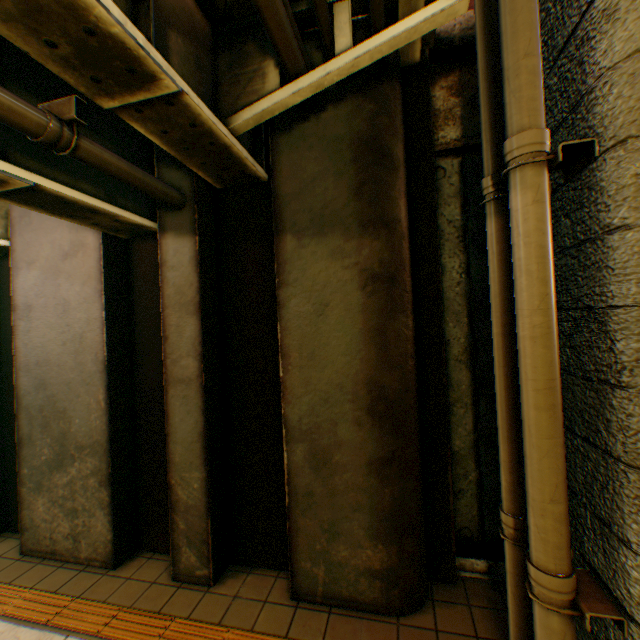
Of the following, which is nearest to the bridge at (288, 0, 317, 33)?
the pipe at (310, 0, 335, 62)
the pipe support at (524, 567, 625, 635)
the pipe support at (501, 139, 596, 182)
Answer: the pipe at (310, 0, 335, 62)

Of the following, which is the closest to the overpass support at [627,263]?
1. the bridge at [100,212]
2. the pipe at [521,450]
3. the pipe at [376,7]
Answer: the pipe at [521,450]

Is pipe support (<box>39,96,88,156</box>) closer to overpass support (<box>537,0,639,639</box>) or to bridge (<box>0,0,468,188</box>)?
bridge (<box>0,0,468,188</box>)

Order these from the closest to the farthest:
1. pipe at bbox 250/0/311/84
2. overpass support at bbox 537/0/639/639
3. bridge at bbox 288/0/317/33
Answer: overpass support at bbox 537/0/639/639, pipe at bbox 250/0/311/84, bridge at bbox 288/0/317/33

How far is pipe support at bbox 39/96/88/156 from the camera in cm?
234

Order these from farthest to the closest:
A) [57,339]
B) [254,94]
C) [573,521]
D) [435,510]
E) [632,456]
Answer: [57,339] → [435,510] → [254,94] → [573,521] → [632,456]

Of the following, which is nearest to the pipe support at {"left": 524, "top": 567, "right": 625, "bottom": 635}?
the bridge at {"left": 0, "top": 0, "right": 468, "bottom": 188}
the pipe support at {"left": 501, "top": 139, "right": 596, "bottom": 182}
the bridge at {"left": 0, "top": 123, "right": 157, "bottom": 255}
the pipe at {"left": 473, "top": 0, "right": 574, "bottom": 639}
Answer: the pipe at {"left": 473, "top": 0, "right": 574, "bottom": 639}

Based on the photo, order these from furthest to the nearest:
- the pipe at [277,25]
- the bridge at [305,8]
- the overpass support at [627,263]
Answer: the bridge at [305,8] → the pipe at [277,25] → the overpass support at [627,263]
